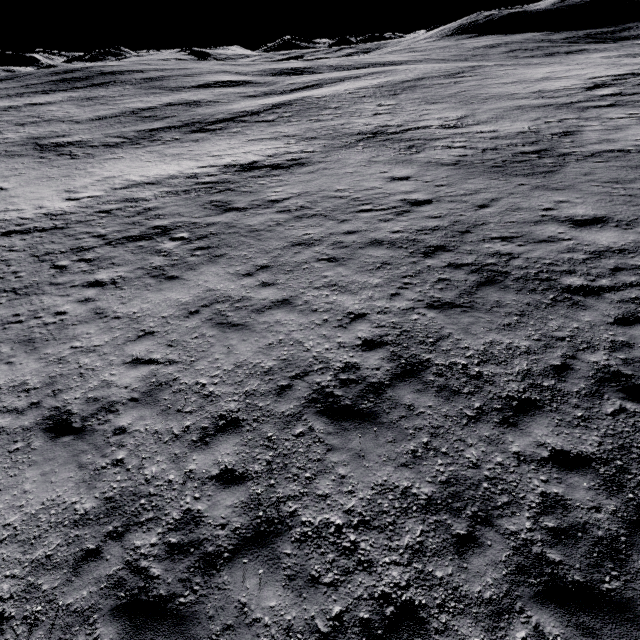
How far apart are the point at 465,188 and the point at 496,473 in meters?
11.9 m
